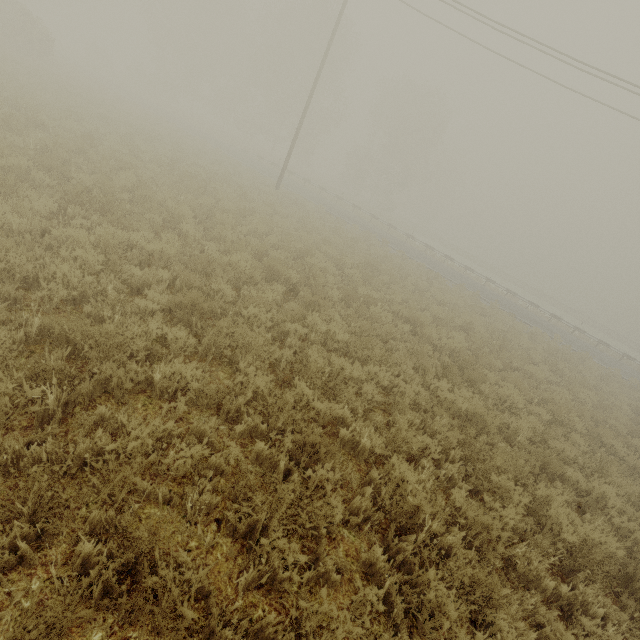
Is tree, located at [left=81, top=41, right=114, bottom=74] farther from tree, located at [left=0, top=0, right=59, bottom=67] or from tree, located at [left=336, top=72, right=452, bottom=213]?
tree, located at [left=336, top=72, right=452, bottom=213]

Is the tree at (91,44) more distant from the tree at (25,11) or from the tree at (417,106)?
the tree at (417,106)

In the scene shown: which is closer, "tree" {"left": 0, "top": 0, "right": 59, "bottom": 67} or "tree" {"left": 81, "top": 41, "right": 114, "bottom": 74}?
"tree" {"left": 0, "top": 0, "right": 59, "bottom": 67}

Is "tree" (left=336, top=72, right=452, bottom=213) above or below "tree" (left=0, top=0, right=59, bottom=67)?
above

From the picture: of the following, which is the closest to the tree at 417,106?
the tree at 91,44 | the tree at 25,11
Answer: the tree at 91,44

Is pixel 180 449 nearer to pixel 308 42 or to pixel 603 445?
pixel 603 445
